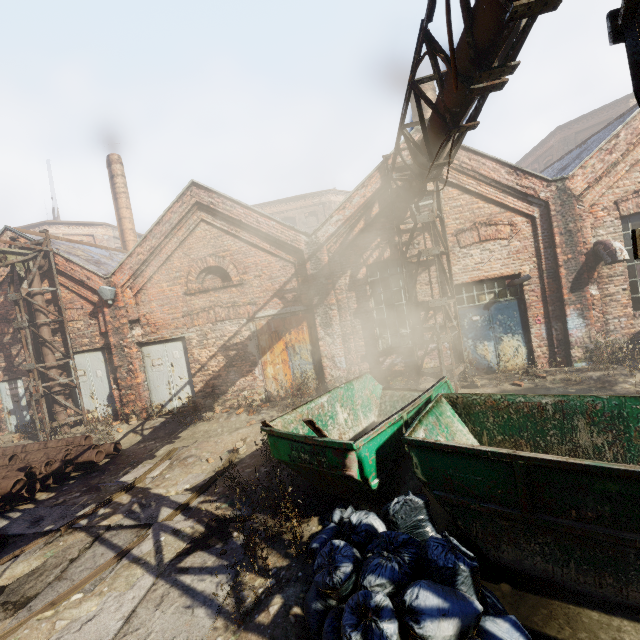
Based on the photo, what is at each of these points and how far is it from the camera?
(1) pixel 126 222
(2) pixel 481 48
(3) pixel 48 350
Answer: (1) building, 17.6m
(2) pipe, 3.7m
(3) pipe, 10.6m

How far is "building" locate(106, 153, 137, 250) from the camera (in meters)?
17.49

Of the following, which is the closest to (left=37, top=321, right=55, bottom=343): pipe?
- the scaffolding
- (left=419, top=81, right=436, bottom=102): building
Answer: the scaffolding

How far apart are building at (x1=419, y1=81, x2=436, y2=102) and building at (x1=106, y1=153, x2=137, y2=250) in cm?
1502

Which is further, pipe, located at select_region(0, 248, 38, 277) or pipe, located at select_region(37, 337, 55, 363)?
pipe, located at select_region(37, 337, 55, 363)

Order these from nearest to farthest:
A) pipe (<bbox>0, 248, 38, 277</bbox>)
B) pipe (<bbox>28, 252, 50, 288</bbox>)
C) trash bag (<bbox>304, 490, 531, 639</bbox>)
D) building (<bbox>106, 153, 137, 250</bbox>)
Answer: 1. trash bag (<bbox>304, 490, 531, 639</bbox>)
2. pipe (<bbox>0, 248, 38, 277</bbox>)
3. pipe (<bbox>28, 252, 50, 288</bbox>)
4. building (<bbox>106, 153, 137, 250</bbox>)

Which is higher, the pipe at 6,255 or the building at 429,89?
the building at 429,89

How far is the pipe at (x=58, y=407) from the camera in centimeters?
1065cm
